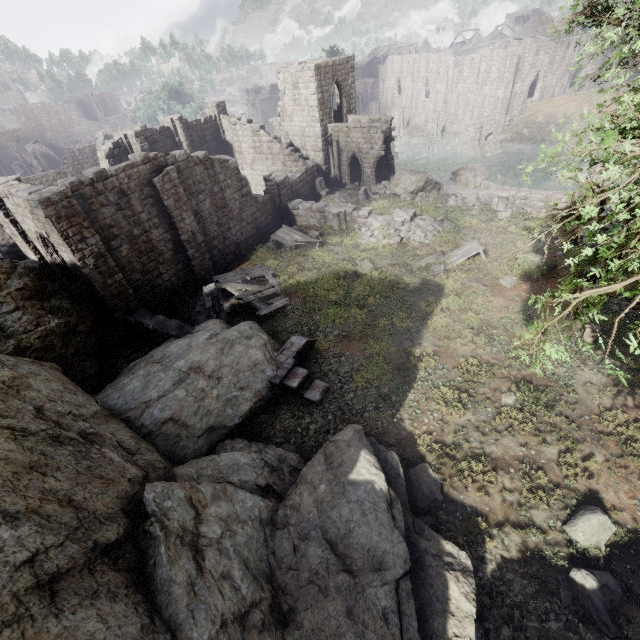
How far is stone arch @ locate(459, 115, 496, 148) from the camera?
42.06m

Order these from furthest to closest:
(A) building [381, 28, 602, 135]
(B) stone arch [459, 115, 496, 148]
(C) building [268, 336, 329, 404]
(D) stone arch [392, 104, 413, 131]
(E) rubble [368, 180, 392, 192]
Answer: (D) stone arch [392, 104, 413, 131] → (B) stone arch [459, 115, 496, 148] → (A) building [381, 28, 602, 135] → (E) rubble [368, 180, 392, 192] → (C) building [268, 336, 329, 404]

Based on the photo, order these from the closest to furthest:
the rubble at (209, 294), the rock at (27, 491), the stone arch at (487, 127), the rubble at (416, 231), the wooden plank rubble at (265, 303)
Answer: the rock at (27, 491)
the wooden plank rubble at (265, 303)
the rubble at (209, 294)
the rubble at (416, 231)
the stone arch at (487, 127)

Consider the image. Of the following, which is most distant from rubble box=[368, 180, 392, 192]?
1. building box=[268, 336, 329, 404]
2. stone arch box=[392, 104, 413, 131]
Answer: stone arch box=[392, 104, 413, 131]

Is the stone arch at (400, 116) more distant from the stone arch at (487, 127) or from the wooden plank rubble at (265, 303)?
the wooden plank rubble at (265, 303)

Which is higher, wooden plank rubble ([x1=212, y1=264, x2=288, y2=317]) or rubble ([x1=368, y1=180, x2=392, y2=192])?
wooden plank rubble ([x1=212, y1=264, x2=288, y2=317])

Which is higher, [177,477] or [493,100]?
[177,477]

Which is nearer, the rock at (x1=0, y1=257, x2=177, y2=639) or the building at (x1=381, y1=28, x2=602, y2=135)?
the rock at (x1=0, y1=257, x2=177, y2=639)
